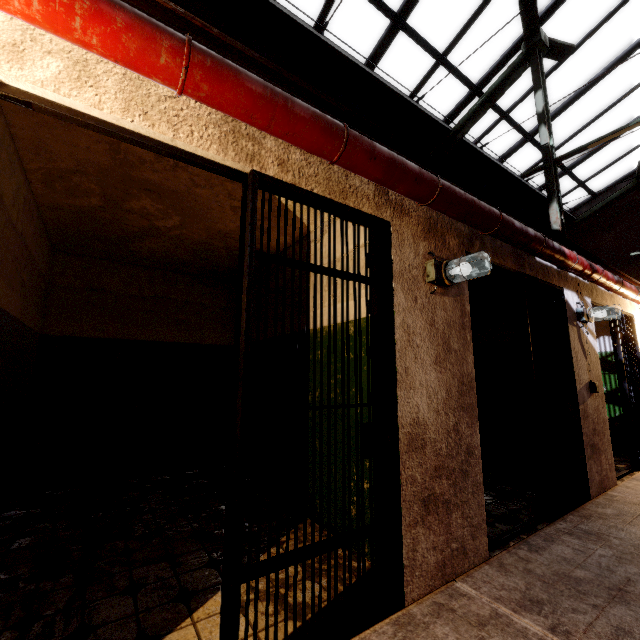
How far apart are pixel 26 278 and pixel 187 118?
2.5 meters

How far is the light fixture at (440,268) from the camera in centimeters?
237cm

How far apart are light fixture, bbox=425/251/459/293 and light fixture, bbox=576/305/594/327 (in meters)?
2.68

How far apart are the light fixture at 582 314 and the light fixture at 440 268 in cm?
268

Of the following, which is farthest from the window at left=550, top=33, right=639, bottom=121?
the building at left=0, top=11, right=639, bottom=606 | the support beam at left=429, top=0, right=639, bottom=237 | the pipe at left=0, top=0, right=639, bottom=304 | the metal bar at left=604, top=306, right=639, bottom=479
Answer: the metal bar at left=604, top=306, right=639, bottom=479

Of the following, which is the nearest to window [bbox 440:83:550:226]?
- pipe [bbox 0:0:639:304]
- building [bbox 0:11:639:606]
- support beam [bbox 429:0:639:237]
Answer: support beam [bbox 429:0:639:237]

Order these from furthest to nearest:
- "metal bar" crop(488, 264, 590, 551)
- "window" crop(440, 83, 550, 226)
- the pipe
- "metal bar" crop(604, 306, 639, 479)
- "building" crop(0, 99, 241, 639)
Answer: "window" crop(440, 83, 550, 226)
"metal bar" crop(604, 306, 639, 479)
"metal bar" crop(488, 264, 590, 551)
"building" crop(0, 99, 241, 639)
the pipe

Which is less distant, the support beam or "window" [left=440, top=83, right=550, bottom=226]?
the support beam
